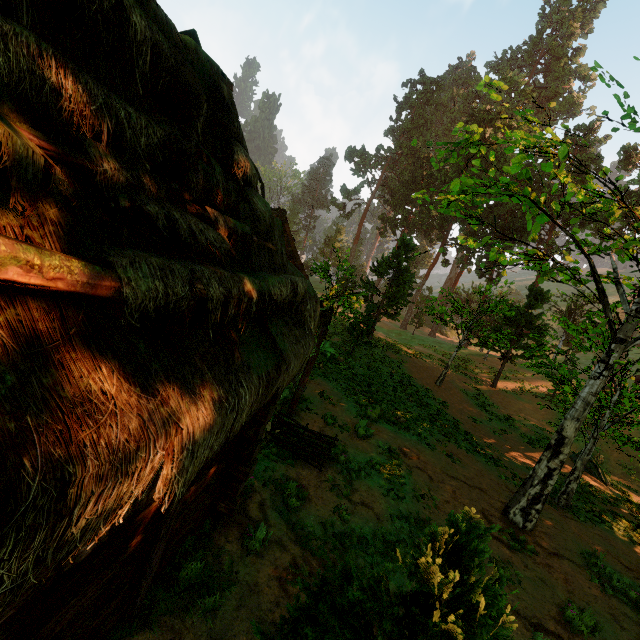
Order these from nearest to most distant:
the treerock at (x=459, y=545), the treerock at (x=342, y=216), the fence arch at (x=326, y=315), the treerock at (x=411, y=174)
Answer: the treerock at (x=459, y=545) < the treerock at (x=411, y=174) < the fence arch at (x=326, y=315) < the treerock at (x=342, y=216)

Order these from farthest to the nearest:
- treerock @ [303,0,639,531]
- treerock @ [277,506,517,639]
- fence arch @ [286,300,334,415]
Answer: fence arch @ [286,300,334,415] → treerock @ [303,0,639,531] → treerock @ [277,506,517,639]

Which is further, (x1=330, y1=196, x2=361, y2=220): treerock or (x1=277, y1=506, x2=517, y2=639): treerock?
(x1=330, y1=196, x2=361, y2=220): treerock

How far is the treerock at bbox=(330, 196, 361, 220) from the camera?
52.02m

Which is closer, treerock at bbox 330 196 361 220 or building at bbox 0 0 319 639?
building at bbox 0 0 319 639

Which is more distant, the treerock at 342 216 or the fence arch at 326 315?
the treerock at 342 216

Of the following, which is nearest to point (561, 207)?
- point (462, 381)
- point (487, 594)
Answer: point (487, 594)

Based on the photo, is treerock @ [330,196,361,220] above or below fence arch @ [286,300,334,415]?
above
